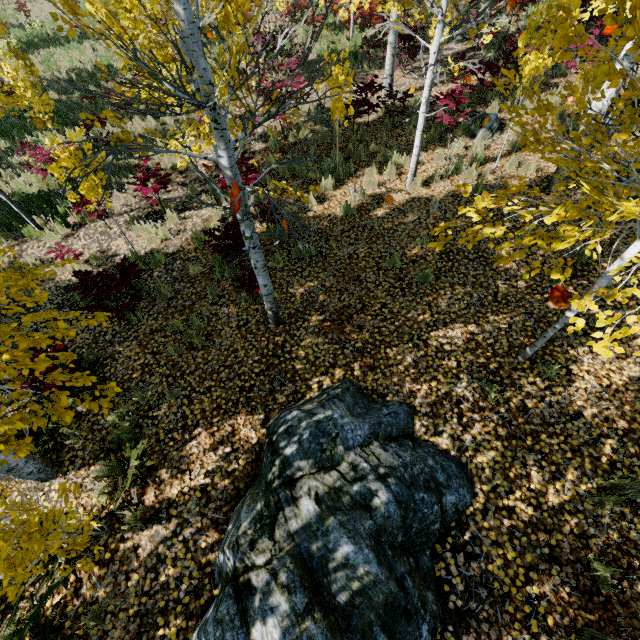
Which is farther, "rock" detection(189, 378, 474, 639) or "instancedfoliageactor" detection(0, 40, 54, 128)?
"instancedfoliageactor" detection(0, 40, 54, 128)

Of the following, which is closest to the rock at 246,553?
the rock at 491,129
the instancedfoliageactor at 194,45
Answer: the instancedfoliageactor at 194,45

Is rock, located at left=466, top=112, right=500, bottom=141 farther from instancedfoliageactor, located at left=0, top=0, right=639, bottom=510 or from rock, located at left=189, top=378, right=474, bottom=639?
rock, located at left=189, top=378, right=474, bottom=639

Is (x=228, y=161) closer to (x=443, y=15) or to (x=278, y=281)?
(x=278, y=281)

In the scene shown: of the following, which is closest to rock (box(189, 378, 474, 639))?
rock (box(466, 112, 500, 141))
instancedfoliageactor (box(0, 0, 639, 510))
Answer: instancedfoliageactor (box(0, 0, 639, 510))

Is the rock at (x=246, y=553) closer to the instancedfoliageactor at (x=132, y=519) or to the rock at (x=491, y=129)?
the instancedfoliageactor at (x=132, y=519)

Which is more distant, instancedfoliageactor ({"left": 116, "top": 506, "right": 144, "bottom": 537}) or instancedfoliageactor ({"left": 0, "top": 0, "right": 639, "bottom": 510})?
instancedfoliageactor ({"left": 116, "top": 506, "right": 144, "bottom": 537})

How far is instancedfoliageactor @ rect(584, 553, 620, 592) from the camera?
2.98m
